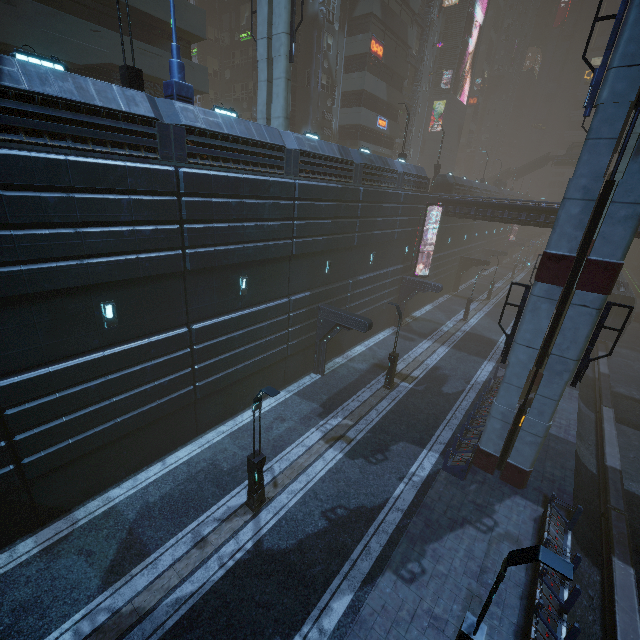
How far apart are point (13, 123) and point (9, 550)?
12.89m

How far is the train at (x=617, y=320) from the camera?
29.8 meters

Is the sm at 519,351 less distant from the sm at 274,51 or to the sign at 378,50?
the sm at 274,51

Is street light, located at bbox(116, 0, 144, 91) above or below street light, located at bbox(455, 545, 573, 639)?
above

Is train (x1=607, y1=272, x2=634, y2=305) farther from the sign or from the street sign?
the sign

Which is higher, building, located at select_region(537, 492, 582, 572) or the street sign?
the street sign

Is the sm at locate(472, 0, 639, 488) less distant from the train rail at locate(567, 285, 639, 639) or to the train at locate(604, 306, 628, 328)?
the train rail at locate(567, 285, 639, 639)

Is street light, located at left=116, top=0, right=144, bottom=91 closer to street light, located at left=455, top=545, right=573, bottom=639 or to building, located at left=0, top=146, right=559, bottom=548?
building, located at left=0, top=146, right=559, bottom=548
